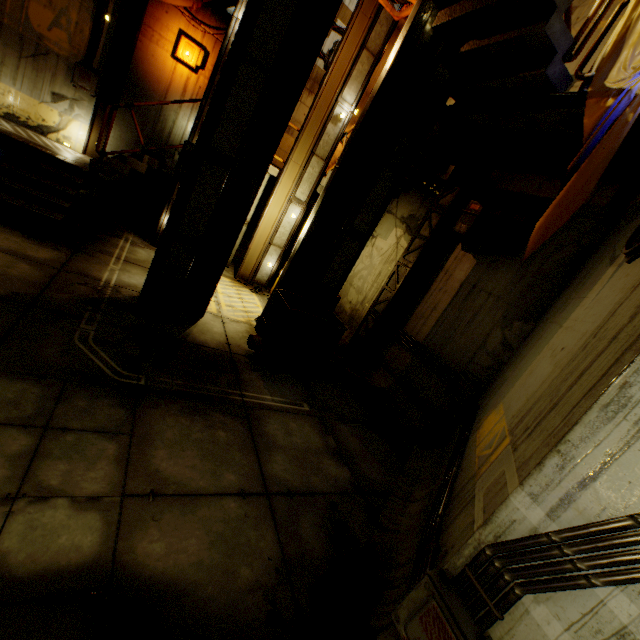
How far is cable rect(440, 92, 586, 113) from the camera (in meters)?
4.22

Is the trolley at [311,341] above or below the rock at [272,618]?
above

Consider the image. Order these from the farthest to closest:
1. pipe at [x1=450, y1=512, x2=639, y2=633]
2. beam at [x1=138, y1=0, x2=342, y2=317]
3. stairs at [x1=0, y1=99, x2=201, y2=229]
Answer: stairs at [x1=0, y1=99, x2=201, y2=229] → beam at [x1=138, y1=0, x2=342, y2=317] → pipe at [x1=450, y1=512, x2=639, y2=633]

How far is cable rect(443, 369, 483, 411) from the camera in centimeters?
615cm

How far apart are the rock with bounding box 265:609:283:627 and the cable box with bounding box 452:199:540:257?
6.4 meters

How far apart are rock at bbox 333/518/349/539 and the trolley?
2.9 meters

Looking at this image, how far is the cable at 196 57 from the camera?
9.2m

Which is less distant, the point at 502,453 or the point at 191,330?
the point at 502,453
